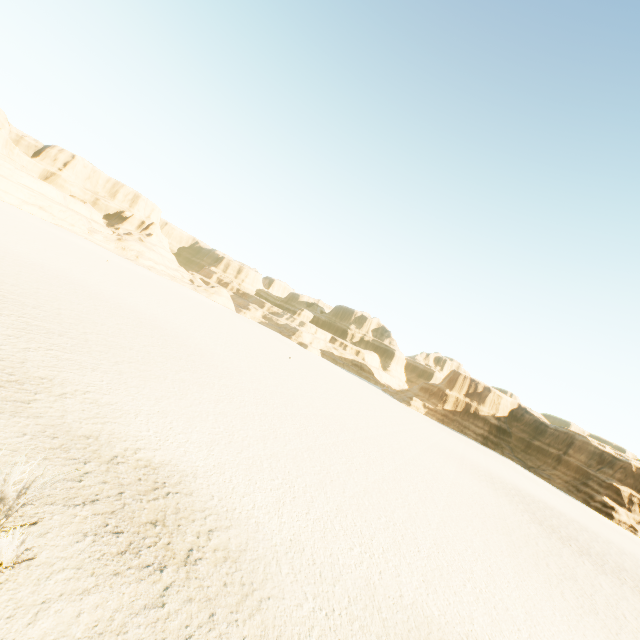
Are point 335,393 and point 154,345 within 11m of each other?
no
